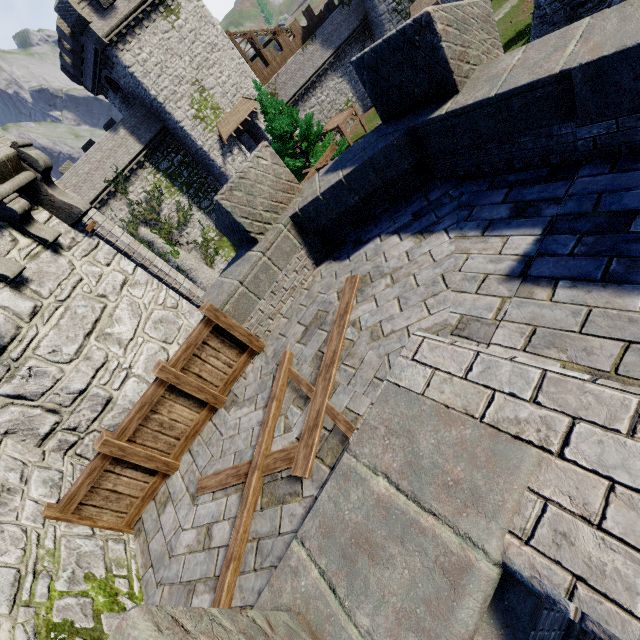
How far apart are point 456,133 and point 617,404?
4.0 meters

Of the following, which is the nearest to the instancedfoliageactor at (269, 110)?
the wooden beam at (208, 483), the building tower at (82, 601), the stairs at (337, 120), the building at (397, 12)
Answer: the building tower at (82, 601)

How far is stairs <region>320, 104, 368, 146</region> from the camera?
35.00m

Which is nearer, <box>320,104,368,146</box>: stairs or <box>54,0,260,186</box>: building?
<box>54,0,260,186</box>: building

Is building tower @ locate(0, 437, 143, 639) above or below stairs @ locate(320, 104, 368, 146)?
above

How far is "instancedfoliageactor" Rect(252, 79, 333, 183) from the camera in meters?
17.4

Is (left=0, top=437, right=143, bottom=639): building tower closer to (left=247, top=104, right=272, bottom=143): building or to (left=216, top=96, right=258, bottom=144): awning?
(left=247, top=104, right=272, bottom=143): building

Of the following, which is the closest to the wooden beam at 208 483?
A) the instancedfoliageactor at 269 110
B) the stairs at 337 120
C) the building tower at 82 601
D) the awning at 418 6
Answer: the building tower at 82 601
